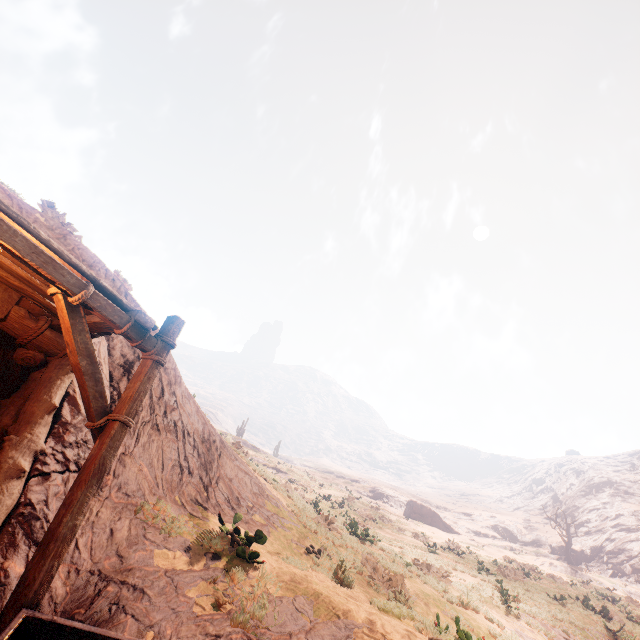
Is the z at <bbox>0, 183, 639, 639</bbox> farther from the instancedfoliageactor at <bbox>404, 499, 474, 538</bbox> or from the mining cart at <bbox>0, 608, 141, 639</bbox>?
the mining cart at <bbox>0, 608, 141, 639</bbox>

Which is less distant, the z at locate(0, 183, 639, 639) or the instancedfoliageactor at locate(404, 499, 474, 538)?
the z at locate(0, 183, 639, 639)

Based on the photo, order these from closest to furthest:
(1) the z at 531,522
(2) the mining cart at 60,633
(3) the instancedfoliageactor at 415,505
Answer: (2) the mining cart at 60,633
(1) the z at 531,522
(3) the instancedfoliageactor at 415,505

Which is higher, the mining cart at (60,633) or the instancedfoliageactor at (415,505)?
the instancedfoliageactor at (415,505)

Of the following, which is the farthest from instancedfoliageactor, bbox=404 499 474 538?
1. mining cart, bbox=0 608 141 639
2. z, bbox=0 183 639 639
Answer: mining cart, bbox=0 608 141 639

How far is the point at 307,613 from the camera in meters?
4.6 m
